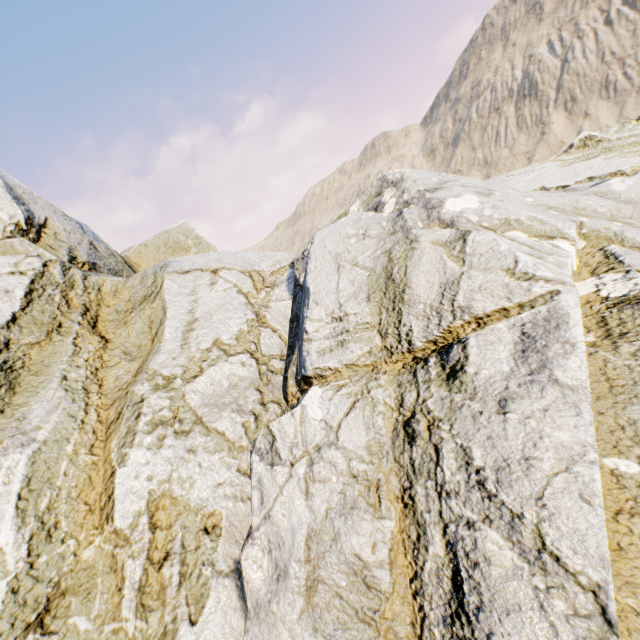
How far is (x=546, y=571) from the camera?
2.68m
